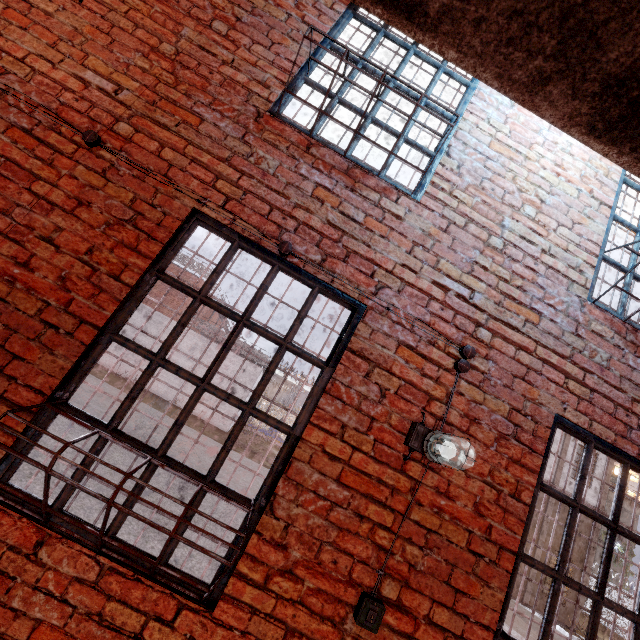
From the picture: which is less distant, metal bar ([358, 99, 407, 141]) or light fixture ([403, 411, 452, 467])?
light fixture ([403, 411, 452, 467])

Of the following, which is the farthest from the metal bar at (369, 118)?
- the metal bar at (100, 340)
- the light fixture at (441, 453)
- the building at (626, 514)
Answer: the building at (626, 514)

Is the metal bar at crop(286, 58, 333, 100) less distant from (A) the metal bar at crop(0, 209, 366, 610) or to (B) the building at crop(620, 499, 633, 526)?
(A) the metal bar at crop(0, 209, 366, 610)

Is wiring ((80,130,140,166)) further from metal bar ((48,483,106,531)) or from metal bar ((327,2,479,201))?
metal bar ((327,2,479,201))

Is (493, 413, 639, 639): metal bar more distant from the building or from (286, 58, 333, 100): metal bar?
the building

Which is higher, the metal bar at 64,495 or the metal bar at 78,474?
the metal bar at 78,474

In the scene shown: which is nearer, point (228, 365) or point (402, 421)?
point (402, 421)

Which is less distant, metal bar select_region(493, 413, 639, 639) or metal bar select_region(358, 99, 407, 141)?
metal bar select_region(493, 413, 639, 639)
